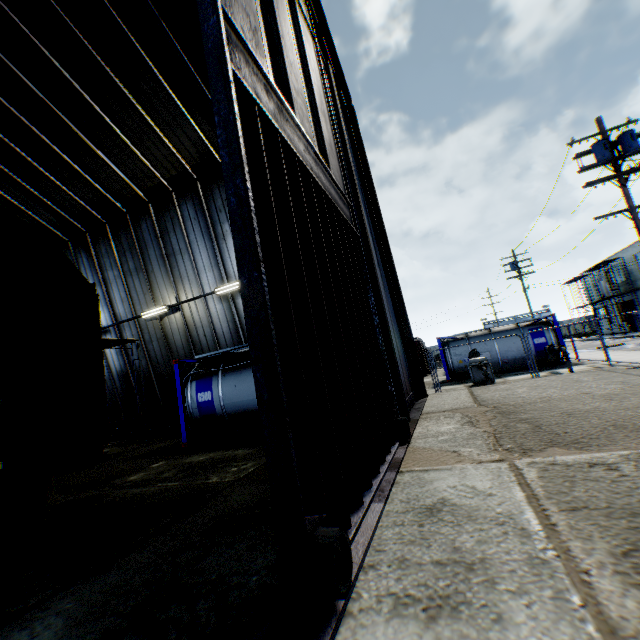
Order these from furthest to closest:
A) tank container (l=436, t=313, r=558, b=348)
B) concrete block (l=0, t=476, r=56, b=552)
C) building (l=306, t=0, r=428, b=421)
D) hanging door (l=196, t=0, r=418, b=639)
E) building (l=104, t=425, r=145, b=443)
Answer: tank container (l=436, t=313, r=558, b=348) < building (l=104, t=425, r=145, b=443) < building (l=306, t=0, r=428, b=421) < concrete block (l=0, t=476, r=56, b=552) < hanging door (l=196, t=0, r=418, b=639)

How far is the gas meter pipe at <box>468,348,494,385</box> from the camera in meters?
14.7

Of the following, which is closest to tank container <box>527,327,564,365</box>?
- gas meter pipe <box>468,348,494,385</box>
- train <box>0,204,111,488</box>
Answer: gas meter pipe <box>468,348,494,385</box>

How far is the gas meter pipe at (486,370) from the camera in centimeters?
1474cm

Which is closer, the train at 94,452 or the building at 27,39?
the train at 94,452

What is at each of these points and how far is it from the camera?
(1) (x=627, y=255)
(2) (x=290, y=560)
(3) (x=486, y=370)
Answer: (1) building, 38.00m
(2) hanging door, 2.18m
(3) gas meter pipe, 16.36m

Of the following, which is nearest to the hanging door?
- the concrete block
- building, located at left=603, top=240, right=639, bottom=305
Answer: the concrete block

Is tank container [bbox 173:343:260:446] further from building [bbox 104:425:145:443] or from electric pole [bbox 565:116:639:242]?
electric pole [bbox 565:116:639:242]
